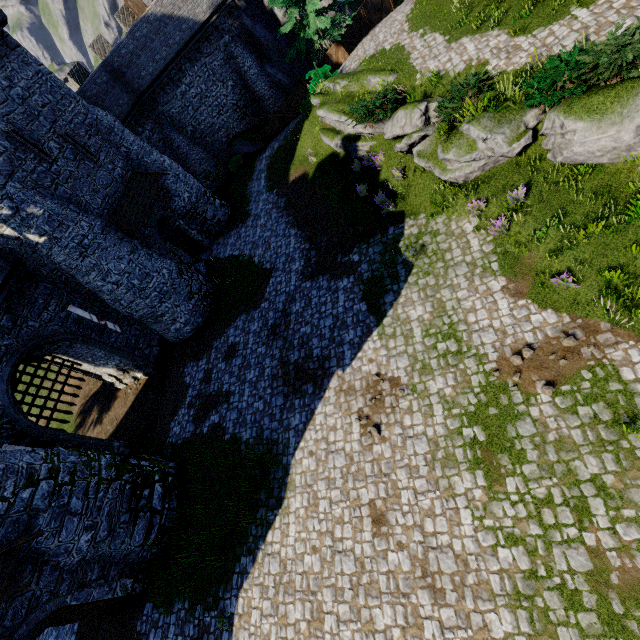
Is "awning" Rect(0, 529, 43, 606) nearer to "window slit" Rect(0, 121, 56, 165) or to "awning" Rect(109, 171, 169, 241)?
"awning" Rect(109, 171, 169, 241)

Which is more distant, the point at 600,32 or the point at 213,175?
the point at 213,175

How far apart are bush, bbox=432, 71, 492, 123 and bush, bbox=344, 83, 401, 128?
2.3 meters

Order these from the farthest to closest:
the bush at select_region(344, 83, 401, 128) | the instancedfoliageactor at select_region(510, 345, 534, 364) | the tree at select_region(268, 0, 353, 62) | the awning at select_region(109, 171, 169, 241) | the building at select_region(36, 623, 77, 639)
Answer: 1. the tree at select_region(268, 0, 353, 62)
2. the awning at select_region(109, 171, 169, 241)
3. the bush at select_region(344, 83, 401, 128)
4. the building at select_region(36, 623, 77, 639)
5. the instancedfoliageactor at select_region(510, 345, 534, 364)

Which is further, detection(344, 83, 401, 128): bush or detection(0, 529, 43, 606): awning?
detection(344, 83, 401, 128): bush

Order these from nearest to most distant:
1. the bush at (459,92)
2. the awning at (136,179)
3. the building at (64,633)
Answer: the bush at (459,92)
the building at (64,633)
the awning at (136,179)

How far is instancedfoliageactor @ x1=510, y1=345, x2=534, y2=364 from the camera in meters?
9.0

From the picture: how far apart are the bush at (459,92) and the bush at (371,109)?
2.31m
